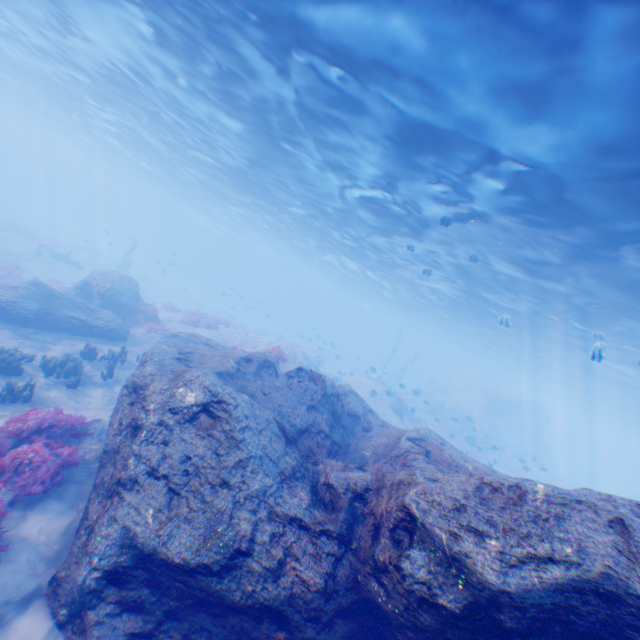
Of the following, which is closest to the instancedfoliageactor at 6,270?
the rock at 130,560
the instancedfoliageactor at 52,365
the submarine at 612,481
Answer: the instancedfoliageactor at 52,365

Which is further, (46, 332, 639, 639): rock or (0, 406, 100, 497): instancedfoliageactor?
(0, 406, 100, 497): instancedfoliageactor

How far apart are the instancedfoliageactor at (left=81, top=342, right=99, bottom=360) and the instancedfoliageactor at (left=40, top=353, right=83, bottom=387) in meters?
1.4

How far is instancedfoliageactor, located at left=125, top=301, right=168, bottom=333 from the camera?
17.67m

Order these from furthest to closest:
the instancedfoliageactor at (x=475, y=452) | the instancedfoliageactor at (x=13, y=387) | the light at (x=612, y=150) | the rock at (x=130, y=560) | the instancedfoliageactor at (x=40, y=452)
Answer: the instancedfoliageactor at (x=475, y=452), the instancedfoliageactor at (x=13, y=387), the light at (x=612, y=150), the instancedfoliageactor at (x=40, y=452), the rock at (x=130, y=560)

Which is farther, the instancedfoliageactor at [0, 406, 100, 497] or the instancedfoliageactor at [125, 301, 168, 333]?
the instancedfoliageactor at [125, 301, 168, 333]

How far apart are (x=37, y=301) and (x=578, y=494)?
18.3 meters

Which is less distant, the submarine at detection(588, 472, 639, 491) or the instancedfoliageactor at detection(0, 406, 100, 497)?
the instancedfoliageactor at detection(0, 406, 100, 497)
